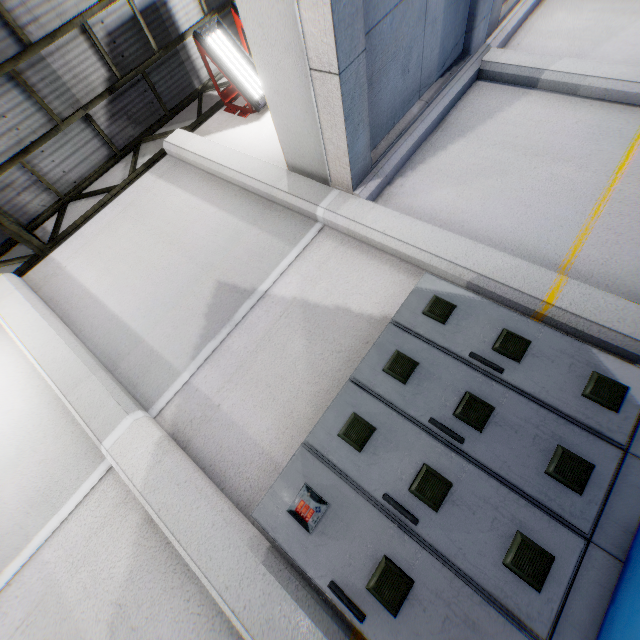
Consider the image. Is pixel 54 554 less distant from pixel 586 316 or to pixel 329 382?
pixel 329 382

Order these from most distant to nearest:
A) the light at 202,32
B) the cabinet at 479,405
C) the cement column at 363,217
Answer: the light at 202,32 < the cement column at 363,217 < the cabinet at 479,405

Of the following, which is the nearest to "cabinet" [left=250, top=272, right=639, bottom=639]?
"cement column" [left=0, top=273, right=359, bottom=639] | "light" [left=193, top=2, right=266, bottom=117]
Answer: "cement column" [left=0, top=273, right=359, bottom=639]

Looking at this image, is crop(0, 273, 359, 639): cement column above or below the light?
below

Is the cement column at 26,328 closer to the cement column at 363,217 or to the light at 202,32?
the cement column at 363,217

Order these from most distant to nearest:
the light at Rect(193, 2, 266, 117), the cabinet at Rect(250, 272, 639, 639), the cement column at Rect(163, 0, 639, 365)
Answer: the light at Rect(193, 2, 266, 117) < the cement column at Rect(163, 0, 639, 365) < the cabinet at Rect(250, 272, 639, 639)

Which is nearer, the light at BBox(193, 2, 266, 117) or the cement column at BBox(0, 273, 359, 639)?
the cement column at BBox(0, 273, 359, 639)

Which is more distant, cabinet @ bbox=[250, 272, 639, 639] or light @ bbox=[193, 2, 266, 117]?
light @ bbox=[193, 2, 266, 117]
